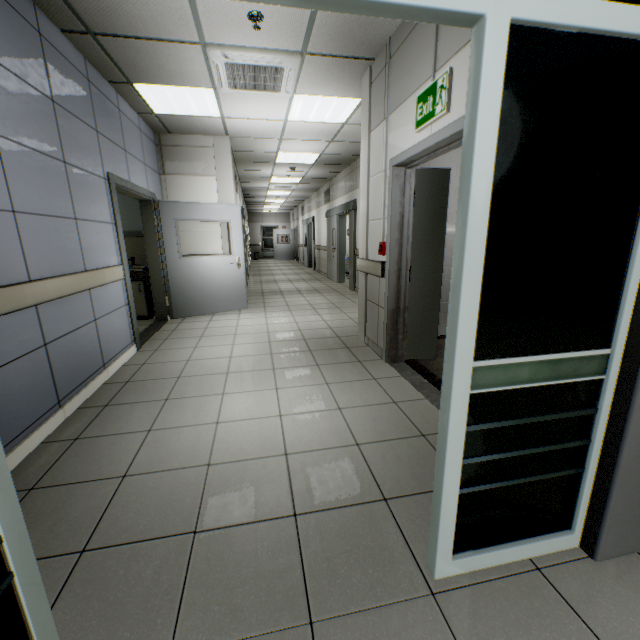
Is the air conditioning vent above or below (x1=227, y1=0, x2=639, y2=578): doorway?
above

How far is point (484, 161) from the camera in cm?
96

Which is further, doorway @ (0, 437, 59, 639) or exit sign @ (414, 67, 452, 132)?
exit sign @ (414, 67, 452, 132)

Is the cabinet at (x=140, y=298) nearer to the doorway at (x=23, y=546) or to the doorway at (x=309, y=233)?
the doorway at (x=23, y=546)

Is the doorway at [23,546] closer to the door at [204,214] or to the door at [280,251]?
the door at [204,214]

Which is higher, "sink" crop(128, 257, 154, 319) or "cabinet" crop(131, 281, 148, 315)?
"sink" crop(128, 257, 154, 319)

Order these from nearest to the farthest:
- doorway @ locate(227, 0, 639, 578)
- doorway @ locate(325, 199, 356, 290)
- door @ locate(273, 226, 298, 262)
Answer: doorway @ locate(227, 0, 639, 578)
doorway @ locate(325, 199, 356, 290)
door @ locate(273, 226, 298, 262)

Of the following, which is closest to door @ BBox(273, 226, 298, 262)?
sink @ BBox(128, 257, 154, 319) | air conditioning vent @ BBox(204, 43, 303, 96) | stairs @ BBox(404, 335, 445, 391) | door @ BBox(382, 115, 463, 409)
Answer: sink @ BBox(128, 257, 154, 319)
